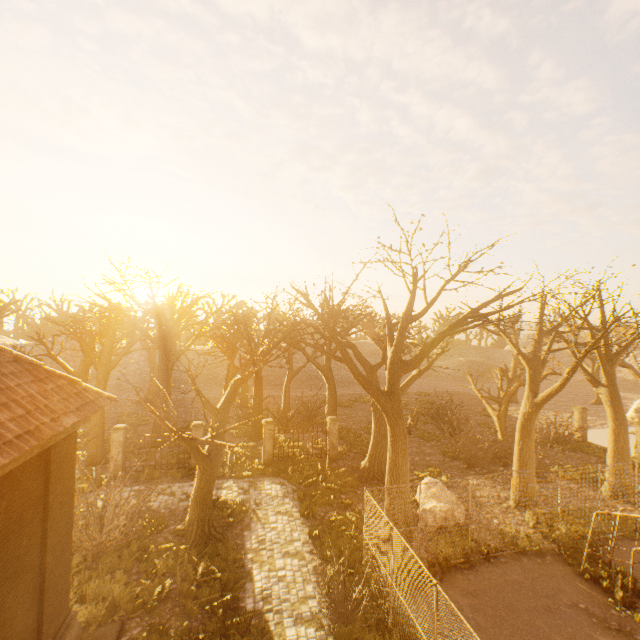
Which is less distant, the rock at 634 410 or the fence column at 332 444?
the fence column at 332 444

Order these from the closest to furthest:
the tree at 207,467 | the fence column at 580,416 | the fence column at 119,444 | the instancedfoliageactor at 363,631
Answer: the instancedfoliageactor at 363,631, the tree at 207,467, the fence column at 119,444, the fence column at 580,416

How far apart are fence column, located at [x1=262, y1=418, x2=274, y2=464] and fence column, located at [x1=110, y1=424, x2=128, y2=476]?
7.25m

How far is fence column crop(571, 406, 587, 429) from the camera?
24.6 meters

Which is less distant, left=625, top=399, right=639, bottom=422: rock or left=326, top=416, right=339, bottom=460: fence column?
left=326, top=416, right=339, bottom=460: fence column

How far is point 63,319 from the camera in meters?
57.1

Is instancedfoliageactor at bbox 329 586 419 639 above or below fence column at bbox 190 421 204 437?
below

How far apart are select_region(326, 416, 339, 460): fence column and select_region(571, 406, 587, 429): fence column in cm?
1939
